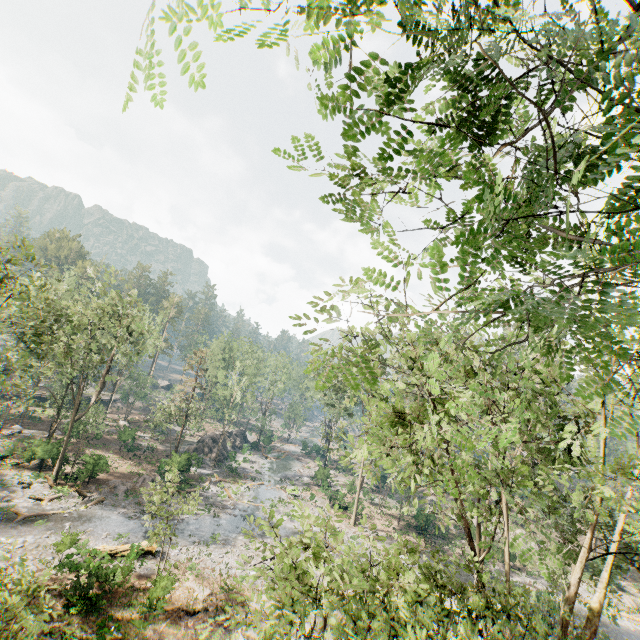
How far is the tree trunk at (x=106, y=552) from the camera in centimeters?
1874cm

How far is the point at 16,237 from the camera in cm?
1728

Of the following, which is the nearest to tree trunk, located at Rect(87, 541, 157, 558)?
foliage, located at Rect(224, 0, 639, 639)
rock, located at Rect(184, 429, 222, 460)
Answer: foliage, located at Rect(224, 0, 639, 639)

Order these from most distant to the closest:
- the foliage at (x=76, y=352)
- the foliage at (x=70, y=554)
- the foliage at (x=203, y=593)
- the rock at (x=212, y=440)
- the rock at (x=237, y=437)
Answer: the rock at (x=237, y=437) → the rock at (x=212, y=440) → the foliage at (x=203, y=593) → the foliage at (x=70, y=554) → the foliage at (x=76, y=352)

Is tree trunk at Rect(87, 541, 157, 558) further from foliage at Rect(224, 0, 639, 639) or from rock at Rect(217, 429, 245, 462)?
rock at Rect(217, 429, 245, 462)
